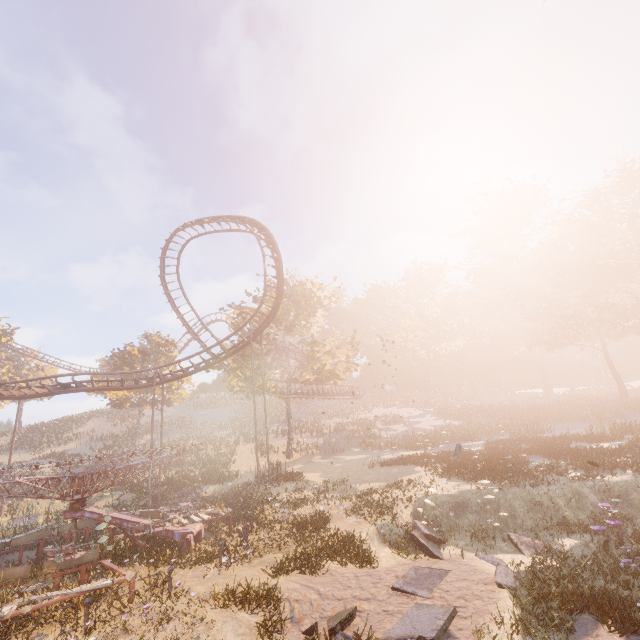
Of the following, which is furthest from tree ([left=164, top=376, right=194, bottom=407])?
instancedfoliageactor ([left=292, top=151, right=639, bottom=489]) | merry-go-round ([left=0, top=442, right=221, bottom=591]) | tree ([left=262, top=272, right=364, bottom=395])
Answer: instancedfoliageactor ([left=292, top=151, right=639, bottom=489])

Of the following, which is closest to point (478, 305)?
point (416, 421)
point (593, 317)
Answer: point (593, 317)

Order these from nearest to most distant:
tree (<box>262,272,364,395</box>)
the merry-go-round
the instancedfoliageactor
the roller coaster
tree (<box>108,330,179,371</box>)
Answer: the merry-go-round < the instancedfoliageactor < the roller coaster < tree (<box>262,272,364,395</box>) < tree (<box>108,330,179,371</box>)

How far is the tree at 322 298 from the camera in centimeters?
3272cm

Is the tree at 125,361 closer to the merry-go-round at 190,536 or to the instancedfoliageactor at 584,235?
the merry-go-round at 190,536

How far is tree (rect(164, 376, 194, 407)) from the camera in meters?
42.3 m

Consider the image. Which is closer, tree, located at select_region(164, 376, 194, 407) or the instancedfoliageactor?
the instancedfoliageactor
